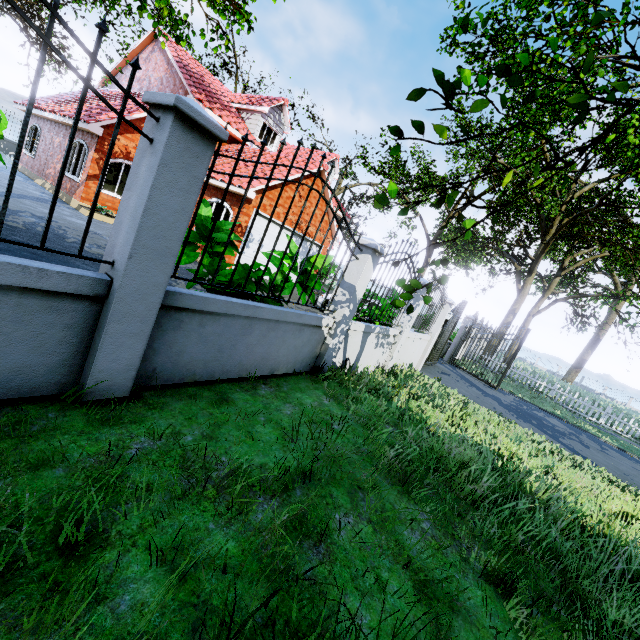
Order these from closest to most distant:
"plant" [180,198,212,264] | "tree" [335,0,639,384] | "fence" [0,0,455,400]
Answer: "tree" [335,0,639,384]
"fence" [0,0,455,400]
"plant" [180,198,212,264]

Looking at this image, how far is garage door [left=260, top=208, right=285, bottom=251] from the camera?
13.4m

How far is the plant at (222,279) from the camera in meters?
4.1 m

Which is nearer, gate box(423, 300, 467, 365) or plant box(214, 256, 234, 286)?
plant box(214, 256, 234, 286)

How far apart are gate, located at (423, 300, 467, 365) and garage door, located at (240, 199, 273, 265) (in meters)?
7.41

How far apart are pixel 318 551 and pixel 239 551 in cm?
52

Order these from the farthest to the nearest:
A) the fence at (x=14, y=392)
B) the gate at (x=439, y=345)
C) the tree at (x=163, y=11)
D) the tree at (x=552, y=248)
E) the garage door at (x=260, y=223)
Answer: the garage door at (x=260, y=223), the gate at (x=439, y=345), the tree at (x=163, y=11), the fence at (x=14, y=392), the tree at (x=552, y=248)

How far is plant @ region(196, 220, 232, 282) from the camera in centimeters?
446cm
